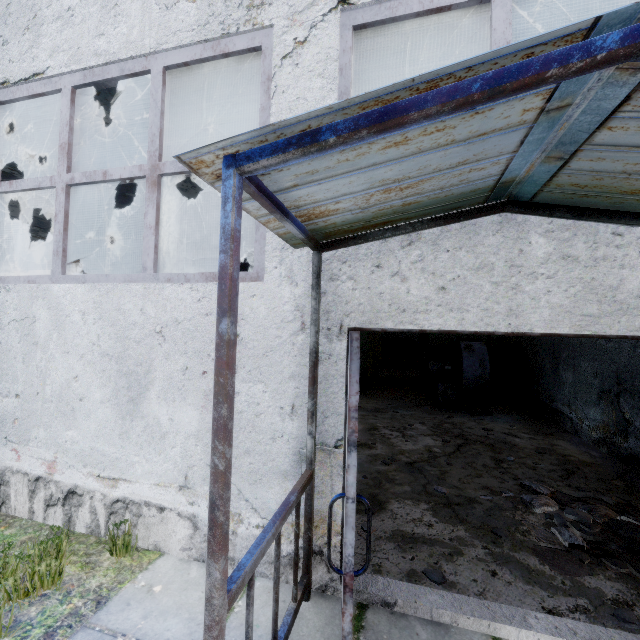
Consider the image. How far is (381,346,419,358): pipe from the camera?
18.58m

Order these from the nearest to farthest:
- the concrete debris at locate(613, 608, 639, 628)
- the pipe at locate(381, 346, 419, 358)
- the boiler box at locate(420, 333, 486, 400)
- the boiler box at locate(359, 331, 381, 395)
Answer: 1. the concrete debris at locate(613, 608, 639, 628)
2. the boiler box at locate(420, 333, 486, 400)
3. the boiler box at locate(359, 331, 381, 395)
4. the pipe at locate(381, 346, 419, 358)

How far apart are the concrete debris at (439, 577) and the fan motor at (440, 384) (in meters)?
6.39

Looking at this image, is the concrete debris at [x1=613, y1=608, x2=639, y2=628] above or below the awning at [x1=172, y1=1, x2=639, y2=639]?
below

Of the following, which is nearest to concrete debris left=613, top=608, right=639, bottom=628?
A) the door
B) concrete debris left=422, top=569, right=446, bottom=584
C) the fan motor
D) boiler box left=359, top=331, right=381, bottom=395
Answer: concrete debris left=422, top=569, right=446, bottom=584

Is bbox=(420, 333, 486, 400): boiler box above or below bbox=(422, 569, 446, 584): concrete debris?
above

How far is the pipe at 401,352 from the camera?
18.6 meters

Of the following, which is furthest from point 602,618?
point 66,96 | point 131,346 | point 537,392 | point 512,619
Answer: point 537,392
